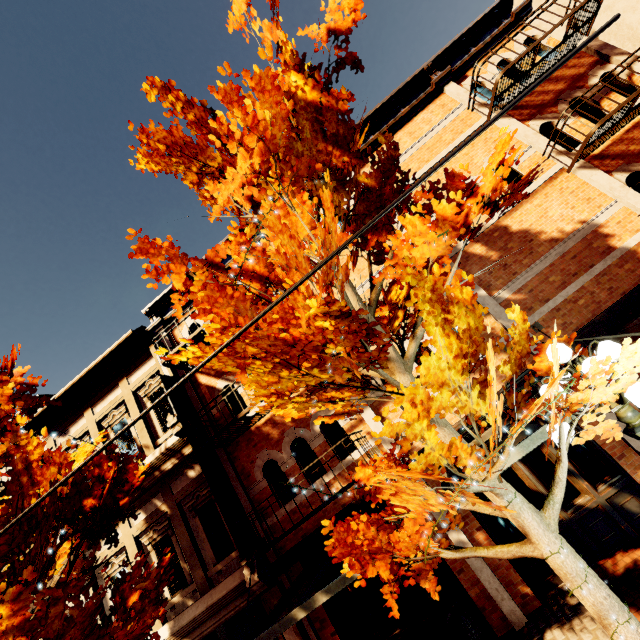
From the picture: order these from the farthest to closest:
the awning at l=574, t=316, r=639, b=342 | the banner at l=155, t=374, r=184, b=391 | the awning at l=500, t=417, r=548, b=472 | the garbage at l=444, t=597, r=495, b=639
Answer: the banner at l=155, t=374, r=184, b=391, the garbage at l=444, t=597, r=495, b=639, the awning at l=574, t=316, r=639, b=342, the awning at l=500, t=417, r=548, b=472

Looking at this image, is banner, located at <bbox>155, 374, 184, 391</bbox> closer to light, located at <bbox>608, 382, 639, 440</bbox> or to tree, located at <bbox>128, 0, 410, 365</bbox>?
tree, located at <bbox>128, 0, 410, 365</bbox>

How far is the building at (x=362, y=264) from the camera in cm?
899

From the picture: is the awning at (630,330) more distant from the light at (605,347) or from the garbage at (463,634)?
the garbage at (463,634)

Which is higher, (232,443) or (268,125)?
(268,125)

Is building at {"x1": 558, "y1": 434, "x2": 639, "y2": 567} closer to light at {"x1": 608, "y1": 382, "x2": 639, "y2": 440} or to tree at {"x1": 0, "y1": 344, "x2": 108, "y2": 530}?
tree at {"x1": 0, "y1": 344, "x2": 108, "y2": 530}

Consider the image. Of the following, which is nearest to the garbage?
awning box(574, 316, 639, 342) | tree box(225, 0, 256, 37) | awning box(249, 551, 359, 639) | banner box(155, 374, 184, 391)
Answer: awning box(249, 551, 359, 639)

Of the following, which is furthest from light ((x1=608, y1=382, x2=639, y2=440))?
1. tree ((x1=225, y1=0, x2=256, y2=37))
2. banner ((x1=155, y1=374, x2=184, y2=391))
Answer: banner ((x1=155, y1=374, x2=184, y2=391))
